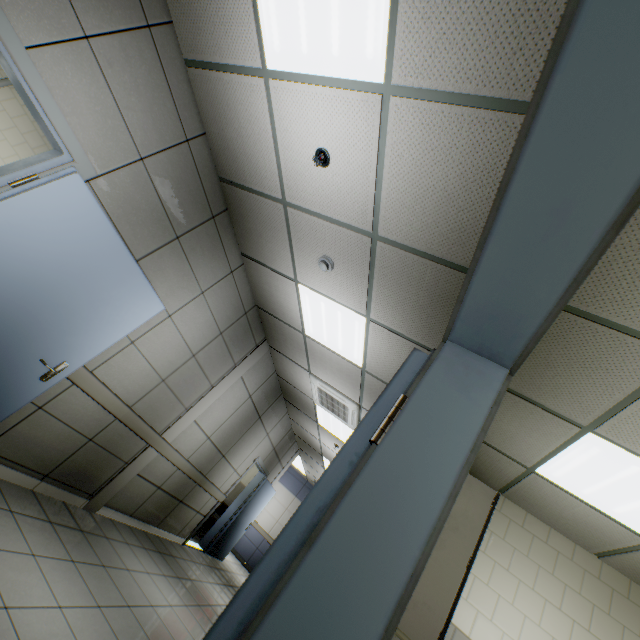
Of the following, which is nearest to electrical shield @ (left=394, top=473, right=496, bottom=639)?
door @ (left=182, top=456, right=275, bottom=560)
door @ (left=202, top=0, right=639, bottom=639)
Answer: door @ (left=202, top=0, right=639, bottom=639)

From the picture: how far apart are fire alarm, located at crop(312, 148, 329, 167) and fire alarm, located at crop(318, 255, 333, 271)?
0.94m

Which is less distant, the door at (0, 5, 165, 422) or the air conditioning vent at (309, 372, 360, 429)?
the door at (0, 5, 165, 422)

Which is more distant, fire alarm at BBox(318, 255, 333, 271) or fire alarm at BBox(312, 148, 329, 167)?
fire alarm at BBox(318, 255, 333, 271)

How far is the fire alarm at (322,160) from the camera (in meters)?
2.39

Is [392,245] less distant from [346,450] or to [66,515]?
[346,450]

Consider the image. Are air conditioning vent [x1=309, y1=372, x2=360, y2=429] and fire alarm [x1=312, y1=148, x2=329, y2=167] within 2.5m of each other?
no

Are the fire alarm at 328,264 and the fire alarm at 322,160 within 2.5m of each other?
yes
